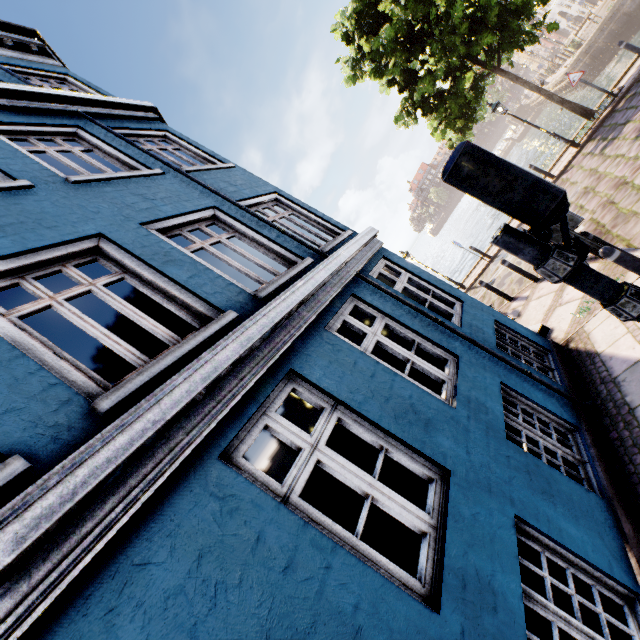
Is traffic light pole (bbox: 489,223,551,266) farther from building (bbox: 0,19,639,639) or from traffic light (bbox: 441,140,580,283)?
building (bbox: 0,19,639,639)

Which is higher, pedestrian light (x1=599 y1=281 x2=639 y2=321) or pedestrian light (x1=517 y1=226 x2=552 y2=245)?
pedestrian light (x1=517 y1=226 x2=552 y2=245)

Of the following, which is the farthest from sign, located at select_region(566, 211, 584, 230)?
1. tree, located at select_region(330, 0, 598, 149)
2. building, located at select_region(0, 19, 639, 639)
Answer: tree, located at select_region(330, 0, 598, 149)

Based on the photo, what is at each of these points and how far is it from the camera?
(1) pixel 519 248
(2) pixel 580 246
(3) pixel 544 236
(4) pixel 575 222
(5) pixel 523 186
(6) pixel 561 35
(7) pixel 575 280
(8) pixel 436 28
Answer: (1) traffic light pole, 2.2m
(2) pedestrian light, 2.2m
(3) pedestrian light, 2.3m
(4) sign, 4.9m
(5) traffic light, 2.0m
(6) building, 47.2m
(7) traffic light pole, 2.1m
(8) tree, 10.9m

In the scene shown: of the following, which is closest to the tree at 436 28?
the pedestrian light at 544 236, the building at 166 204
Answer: the building at 166 204

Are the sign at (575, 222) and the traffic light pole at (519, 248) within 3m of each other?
no

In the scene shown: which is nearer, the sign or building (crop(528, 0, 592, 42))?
the sign

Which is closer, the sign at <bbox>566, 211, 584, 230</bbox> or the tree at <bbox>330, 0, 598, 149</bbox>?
the sign at <bbox>566, 211, 584, 230</bbox>
